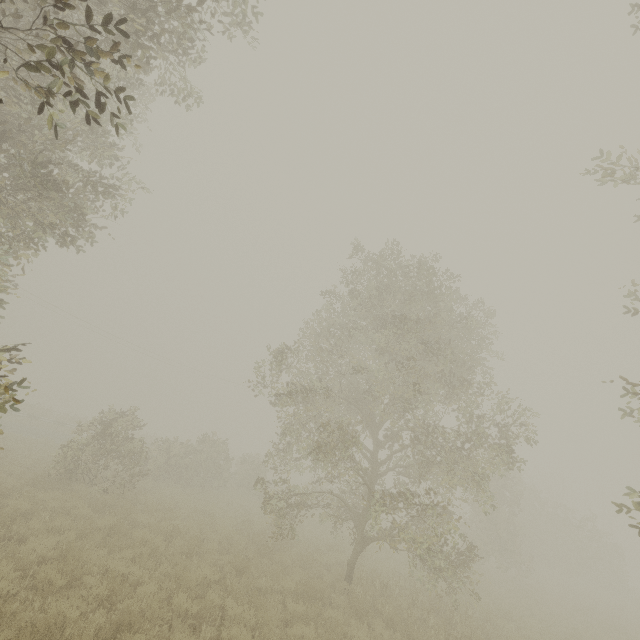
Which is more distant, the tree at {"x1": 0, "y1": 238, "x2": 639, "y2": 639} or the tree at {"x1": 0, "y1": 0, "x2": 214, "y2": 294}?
the tree at {"x1": 0, "y1": 238, "x2": 639, "y2": 639}

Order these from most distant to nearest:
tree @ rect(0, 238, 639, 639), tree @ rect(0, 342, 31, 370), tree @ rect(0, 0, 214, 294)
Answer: tree @ rect(0, 238, 639, 639) < tree @ rect(0, 342, 31, 370) < tree @ rect(0, 0, 214, 294)

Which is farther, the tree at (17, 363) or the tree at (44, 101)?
the tree at (17, 363)

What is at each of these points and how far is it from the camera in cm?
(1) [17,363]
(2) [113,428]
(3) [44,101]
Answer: (1) tree, 600
(2) tree, 1451
(3) tree, 291

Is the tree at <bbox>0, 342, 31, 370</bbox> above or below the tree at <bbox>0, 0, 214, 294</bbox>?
below
